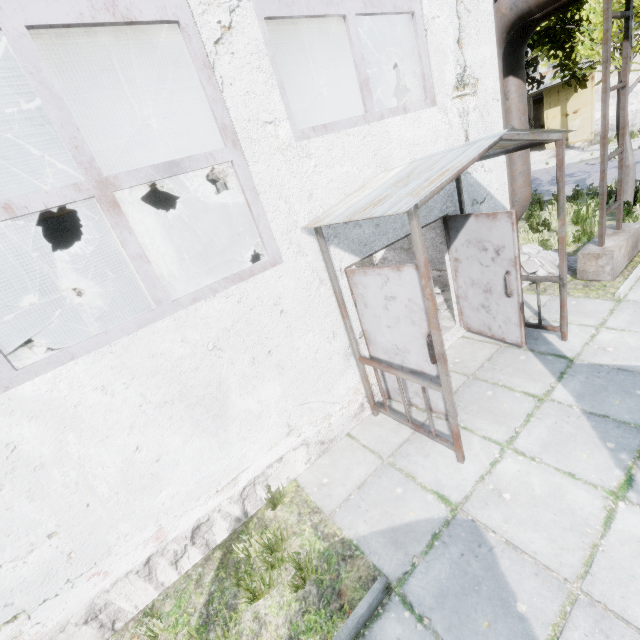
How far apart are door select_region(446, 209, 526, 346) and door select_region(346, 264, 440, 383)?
1.7m

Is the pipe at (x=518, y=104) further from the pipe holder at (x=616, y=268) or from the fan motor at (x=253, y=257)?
the fan motor at (x=253, y=257)

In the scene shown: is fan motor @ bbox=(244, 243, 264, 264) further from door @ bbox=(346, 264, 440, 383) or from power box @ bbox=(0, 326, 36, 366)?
door @ bbox=(346, 264, 440, 383)

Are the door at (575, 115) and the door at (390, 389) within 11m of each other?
no

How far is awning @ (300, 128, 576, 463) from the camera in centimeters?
282cm

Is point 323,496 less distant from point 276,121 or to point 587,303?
point 276,121

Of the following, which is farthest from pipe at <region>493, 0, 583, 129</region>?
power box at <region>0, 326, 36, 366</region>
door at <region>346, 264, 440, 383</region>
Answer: power box at <region>0, 326, 36, 366</region>

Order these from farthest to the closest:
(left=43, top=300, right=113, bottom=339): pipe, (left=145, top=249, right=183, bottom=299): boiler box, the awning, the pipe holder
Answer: (left=43, top=300, right=113, bottom=339): pipe
(left=145, top=249, right=183, bottom=299): boiler box
the pipe holder
the awning
